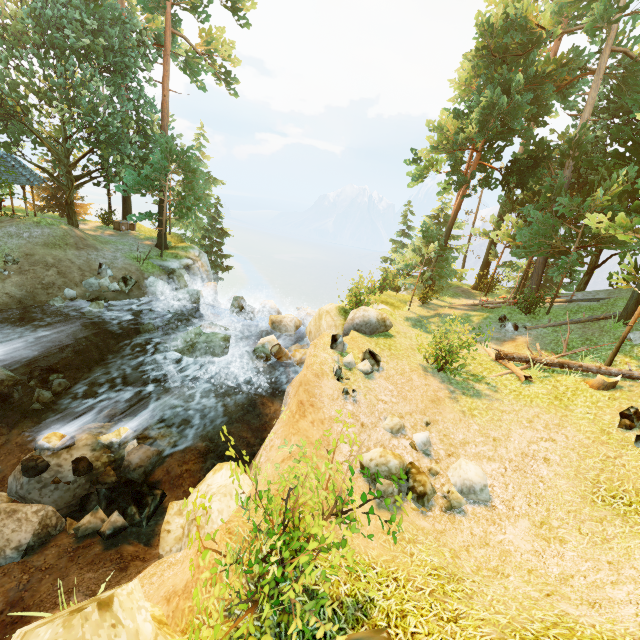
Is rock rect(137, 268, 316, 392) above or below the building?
below

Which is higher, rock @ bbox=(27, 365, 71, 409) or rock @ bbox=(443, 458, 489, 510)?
rock @ bbox=(443, 458, 489, 510)

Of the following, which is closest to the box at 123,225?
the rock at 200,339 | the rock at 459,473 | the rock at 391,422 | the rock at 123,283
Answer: the rock at 123,283

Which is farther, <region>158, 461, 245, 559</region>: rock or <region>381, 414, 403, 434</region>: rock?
<region>381, 414, 403, 434</region>: rock

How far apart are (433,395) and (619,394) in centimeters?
586cm

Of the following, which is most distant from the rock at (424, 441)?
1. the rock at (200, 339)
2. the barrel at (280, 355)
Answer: the barrel at (280, 355)

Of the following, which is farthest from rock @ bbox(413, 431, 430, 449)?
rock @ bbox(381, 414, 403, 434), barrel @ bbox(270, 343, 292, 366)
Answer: barrel @ bbox(270, 343, 292, 366)

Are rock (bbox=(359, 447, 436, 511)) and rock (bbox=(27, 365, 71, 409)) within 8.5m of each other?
no
